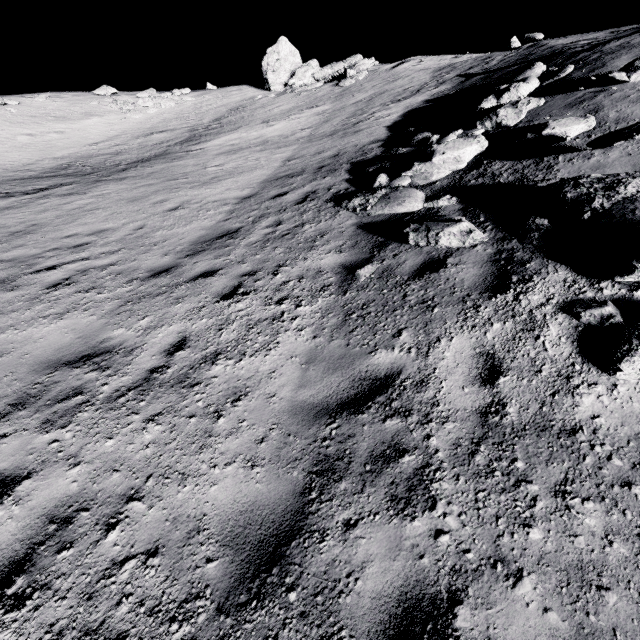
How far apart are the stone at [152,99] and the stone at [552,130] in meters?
29.3

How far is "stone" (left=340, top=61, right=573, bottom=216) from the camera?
6.9m

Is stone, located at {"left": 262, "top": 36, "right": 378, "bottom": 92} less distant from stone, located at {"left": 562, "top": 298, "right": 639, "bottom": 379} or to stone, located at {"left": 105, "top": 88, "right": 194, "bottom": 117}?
Result: stone, located at {"left": 105, "top": 88, "right": 194, "bottom": 117}

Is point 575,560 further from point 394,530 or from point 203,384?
point 203,384

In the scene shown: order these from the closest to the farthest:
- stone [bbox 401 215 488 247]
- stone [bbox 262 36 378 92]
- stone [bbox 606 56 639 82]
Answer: stone [bbox 401 215 488 247]
stone [bbox 606 56 639 82]
stone [bbox 262 36 378 92]

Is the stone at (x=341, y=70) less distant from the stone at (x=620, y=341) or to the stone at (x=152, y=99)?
the stone at (x=152, y=99)

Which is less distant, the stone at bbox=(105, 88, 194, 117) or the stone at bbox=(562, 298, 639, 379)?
the stone at bbox=(562, 298, 639, 379)

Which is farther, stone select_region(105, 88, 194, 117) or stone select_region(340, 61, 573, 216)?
stone select_region(105, 88, 194, 117)
